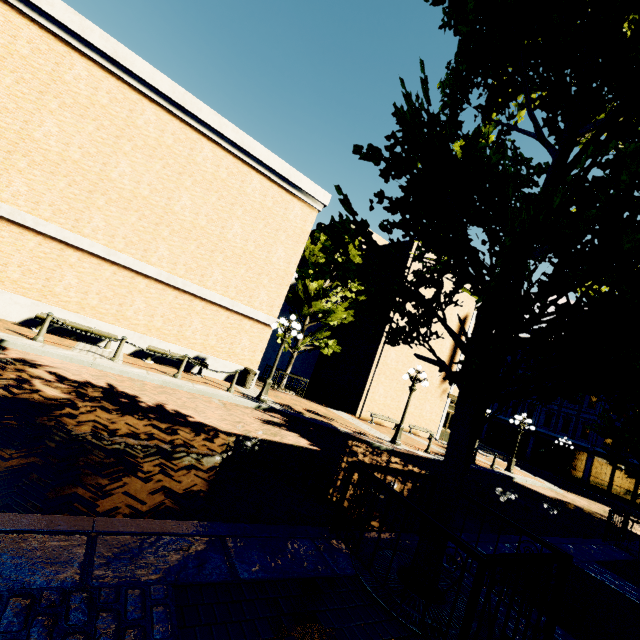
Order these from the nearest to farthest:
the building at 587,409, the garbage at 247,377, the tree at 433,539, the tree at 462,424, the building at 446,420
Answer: the tree at 462,424, the tree at 433,539, the garbage at 247,377, the building at 446,420, the building at 587,409

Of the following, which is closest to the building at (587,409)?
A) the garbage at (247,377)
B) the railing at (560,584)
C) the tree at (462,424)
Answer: the tree at (462,424)

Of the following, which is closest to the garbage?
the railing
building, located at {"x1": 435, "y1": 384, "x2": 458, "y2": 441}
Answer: the railing

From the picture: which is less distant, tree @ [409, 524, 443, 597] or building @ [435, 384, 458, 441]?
tree @ [409, 524, 443, 597]

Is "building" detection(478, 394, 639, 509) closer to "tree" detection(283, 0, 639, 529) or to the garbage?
"tree" detection(283, 0, 639, 529)

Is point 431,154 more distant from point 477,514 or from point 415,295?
point 477,514

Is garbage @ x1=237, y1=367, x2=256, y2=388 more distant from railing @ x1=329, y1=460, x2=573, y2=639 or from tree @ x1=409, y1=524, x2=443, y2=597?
railing @ x1=329, y1=460, x2=573, y2=639
